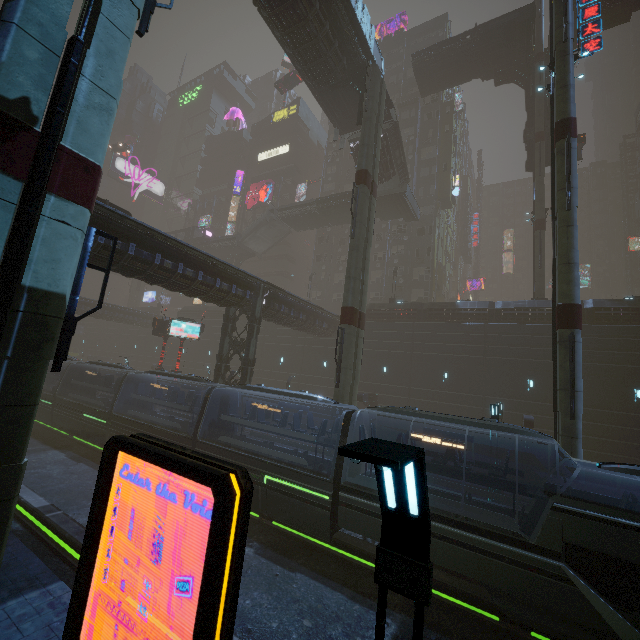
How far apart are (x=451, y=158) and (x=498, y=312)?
27.3 meters

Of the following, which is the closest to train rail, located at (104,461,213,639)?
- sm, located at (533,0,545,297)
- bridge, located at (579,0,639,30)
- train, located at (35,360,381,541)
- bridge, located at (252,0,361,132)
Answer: train, located at (35,360,381,541)

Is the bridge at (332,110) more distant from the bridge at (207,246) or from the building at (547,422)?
the bridge at (207,246)

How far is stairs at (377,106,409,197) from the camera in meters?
29.9 m

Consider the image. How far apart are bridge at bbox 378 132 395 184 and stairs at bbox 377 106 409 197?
0.01m

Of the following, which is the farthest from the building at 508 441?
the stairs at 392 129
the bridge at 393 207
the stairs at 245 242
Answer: the stairs at 392 129

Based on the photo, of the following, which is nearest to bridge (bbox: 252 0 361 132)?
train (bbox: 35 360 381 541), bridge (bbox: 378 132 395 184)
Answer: bridge (bbox: 378 132 395 184)
